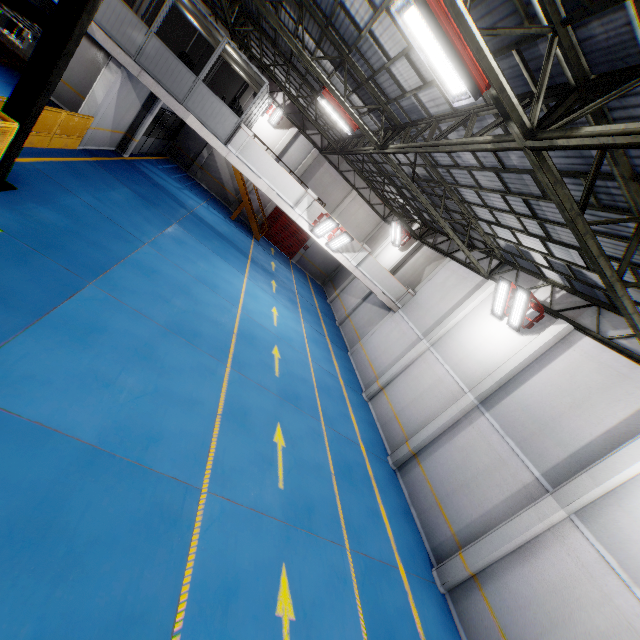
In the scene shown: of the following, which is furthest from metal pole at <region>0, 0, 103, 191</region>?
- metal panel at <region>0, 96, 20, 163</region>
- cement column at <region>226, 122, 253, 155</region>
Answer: cement column at <region>226, 122, 253, 155</region>

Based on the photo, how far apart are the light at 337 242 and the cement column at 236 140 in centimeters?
A: 433cm

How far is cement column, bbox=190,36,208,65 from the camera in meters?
21.1 m

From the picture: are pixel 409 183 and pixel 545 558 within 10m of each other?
no

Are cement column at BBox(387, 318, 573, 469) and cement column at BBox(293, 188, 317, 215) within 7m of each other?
no

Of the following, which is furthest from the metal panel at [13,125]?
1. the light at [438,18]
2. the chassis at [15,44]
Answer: the light at [438,18]

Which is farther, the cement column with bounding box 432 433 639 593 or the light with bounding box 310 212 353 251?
the light with bounding box 310 212 353 251

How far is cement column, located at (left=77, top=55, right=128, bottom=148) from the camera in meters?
12.2
